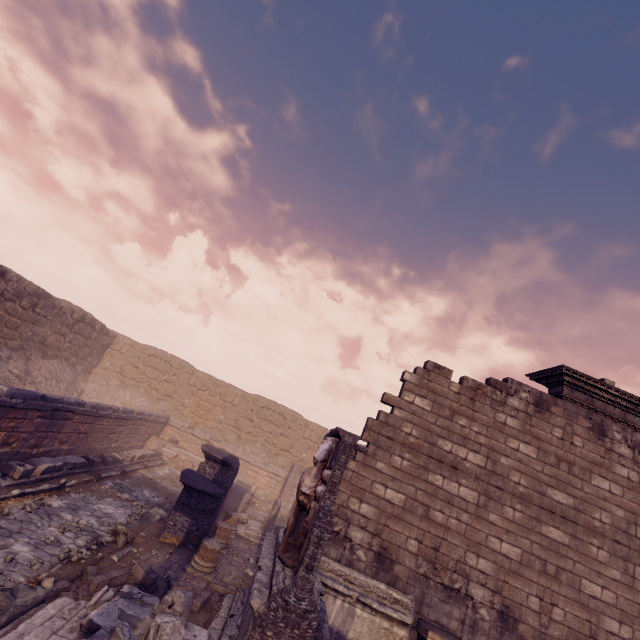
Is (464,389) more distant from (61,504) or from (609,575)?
(61,504)

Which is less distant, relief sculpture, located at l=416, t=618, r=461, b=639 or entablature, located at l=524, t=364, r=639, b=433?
relief sculpture, located at l=416, t=618, r=461, b=639

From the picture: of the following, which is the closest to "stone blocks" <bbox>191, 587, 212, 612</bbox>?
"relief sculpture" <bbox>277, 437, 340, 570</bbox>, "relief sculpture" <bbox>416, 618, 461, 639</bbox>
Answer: "relief sculpture" <bbox>277, 437, 340, 570</bbox>

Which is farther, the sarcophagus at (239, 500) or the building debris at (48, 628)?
the sarcophagus at (239, 500)

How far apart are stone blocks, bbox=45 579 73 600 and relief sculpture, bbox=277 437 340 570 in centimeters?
262cm

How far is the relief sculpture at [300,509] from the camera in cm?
499

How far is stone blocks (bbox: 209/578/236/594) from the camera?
7.36m

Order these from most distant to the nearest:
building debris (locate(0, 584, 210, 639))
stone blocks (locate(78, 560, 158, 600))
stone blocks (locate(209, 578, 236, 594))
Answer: stone blocks (locate(209, 578, 236, 594)) → stone blocks (locate(78, 560, 158, 600)) → building debris (locate(0, 584, 210, 639))
